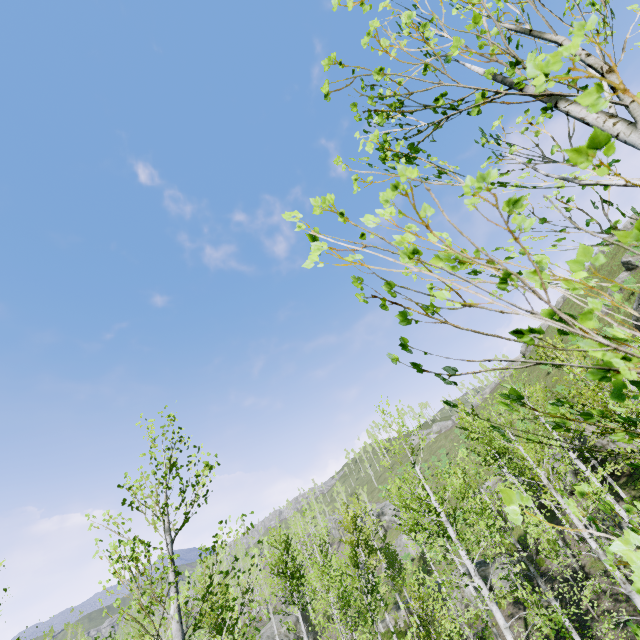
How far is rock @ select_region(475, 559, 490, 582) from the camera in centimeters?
2356cm

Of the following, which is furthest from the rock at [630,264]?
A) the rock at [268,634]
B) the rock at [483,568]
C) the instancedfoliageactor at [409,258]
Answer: the rock at [268,634]

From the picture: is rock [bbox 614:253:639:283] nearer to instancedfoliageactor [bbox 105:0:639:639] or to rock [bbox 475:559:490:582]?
rock [bbox 475:559:490:582]

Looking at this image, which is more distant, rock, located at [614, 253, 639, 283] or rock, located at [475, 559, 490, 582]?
rock, located at [614, 253, 639, 283]

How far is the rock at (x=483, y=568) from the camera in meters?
23.6 m

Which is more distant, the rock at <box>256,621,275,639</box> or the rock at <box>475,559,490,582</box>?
the rock at <box>256,621,275,639</box>

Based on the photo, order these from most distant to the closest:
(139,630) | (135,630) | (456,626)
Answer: (135,630) < (456,626) < (139,630)

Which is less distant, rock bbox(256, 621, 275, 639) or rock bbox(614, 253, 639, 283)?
rock bbox(614, 253, 639, 283)
